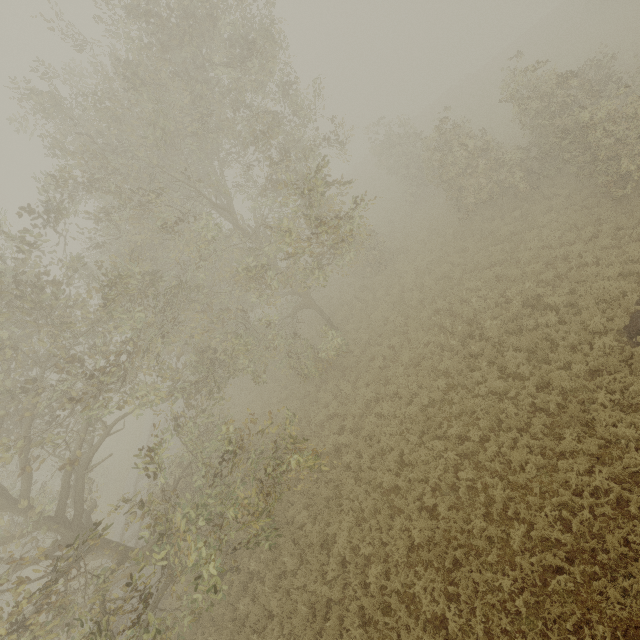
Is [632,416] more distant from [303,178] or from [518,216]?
[303,178]
